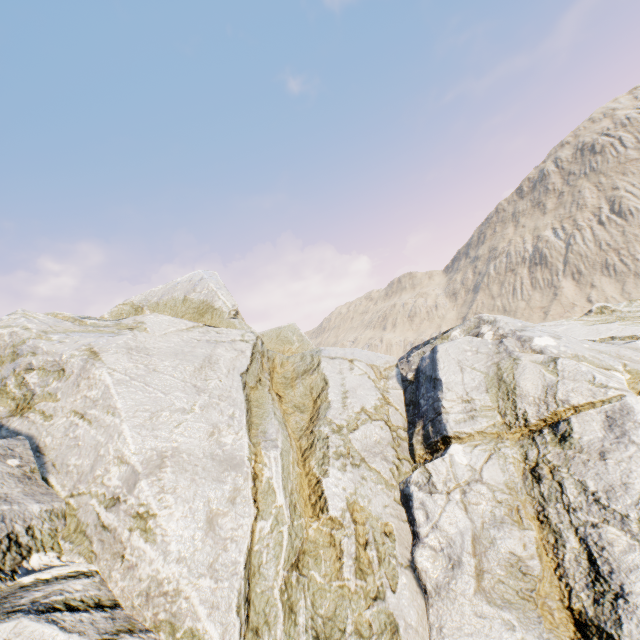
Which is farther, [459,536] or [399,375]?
[399,375]
